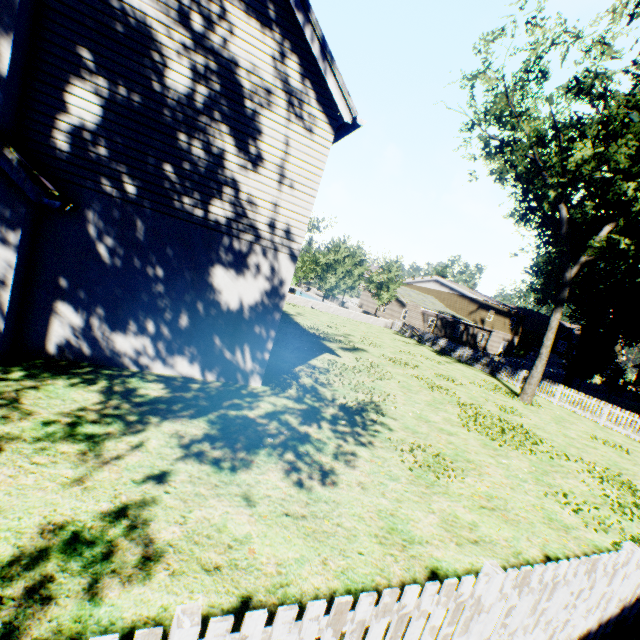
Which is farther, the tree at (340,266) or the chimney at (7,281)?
the tree at (340,266)

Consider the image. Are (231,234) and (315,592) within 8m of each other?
yes

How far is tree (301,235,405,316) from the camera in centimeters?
3350cm

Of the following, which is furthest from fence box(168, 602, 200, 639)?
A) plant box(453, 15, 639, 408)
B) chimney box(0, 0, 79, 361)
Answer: chimney box(0, 0, 79, 361)

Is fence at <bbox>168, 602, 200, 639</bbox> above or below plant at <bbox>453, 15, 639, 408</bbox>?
below

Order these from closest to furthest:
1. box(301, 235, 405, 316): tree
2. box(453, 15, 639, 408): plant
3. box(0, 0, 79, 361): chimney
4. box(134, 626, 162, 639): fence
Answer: box(134, 626, 162, 639): fence
box(0, 0, 79, 361): chimney
box(453, 15, 639, 408): plant
box(301, 235, 405, 316): tree

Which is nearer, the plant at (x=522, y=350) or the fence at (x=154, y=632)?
the fence at (x=154, y=632)

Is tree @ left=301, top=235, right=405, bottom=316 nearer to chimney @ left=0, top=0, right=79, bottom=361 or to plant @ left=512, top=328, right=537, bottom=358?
plant @ left=512, top=328, right=537, bottom=358
